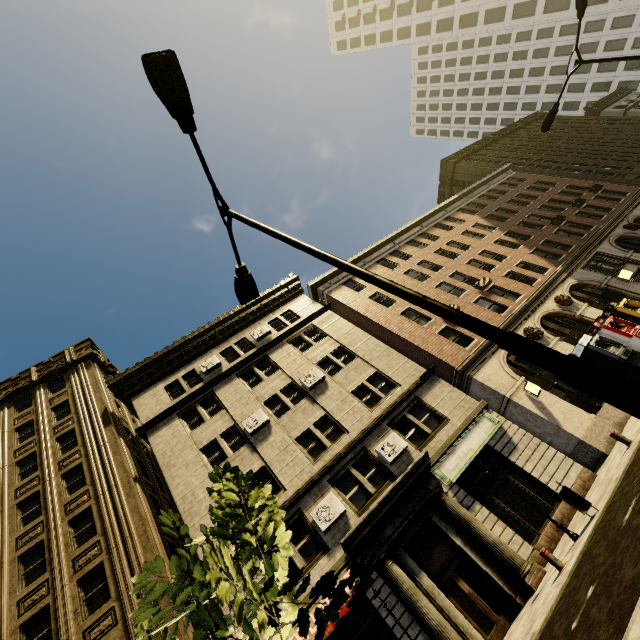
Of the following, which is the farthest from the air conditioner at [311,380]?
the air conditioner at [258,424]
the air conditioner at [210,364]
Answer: the air conditioner at [210,364]

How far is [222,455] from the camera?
16.7m

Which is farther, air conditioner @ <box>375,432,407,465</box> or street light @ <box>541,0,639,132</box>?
air conditioner @ <box>375,432,407,465</box>

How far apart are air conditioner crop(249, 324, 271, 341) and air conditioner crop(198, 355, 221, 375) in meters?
2.7

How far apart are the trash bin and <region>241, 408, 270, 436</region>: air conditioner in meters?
12.4

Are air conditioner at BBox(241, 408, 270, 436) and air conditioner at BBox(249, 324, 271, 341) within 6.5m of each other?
yes

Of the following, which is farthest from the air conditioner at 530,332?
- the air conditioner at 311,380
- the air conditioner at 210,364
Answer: the air conditioner at 210,364

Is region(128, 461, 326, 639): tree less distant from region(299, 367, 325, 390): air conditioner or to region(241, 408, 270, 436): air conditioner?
region(241, 408, 270, 436): air conditioner
